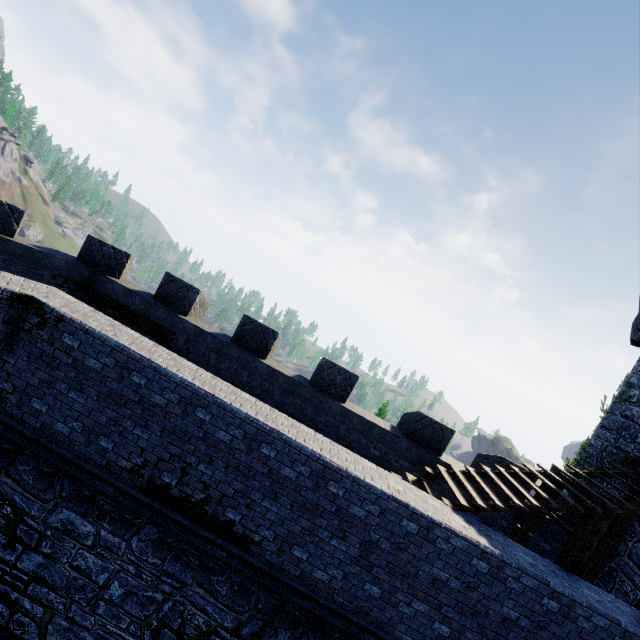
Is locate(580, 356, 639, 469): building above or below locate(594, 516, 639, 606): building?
above

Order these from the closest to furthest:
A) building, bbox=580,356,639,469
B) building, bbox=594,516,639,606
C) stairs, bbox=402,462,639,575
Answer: stairs, bbox=402,462,639,575 < building, bbox=594,516,639,606 < building, bbox=580,356,639,469

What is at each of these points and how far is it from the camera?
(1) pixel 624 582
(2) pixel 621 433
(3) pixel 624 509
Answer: (1) building, 9.2m
(2) building, 11.4m
(3) stairs, 7.0m

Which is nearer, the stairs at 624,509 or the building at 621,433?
the stairs at 624,509

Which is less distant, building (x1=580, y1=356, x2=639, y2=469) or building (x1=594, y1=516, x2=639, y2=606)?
building (x1=594, y1=516, x2=639, y2=606)

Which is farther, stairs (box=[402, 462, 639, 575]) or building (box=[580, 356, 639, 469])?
building (box=[580, 356, 639, 469])
